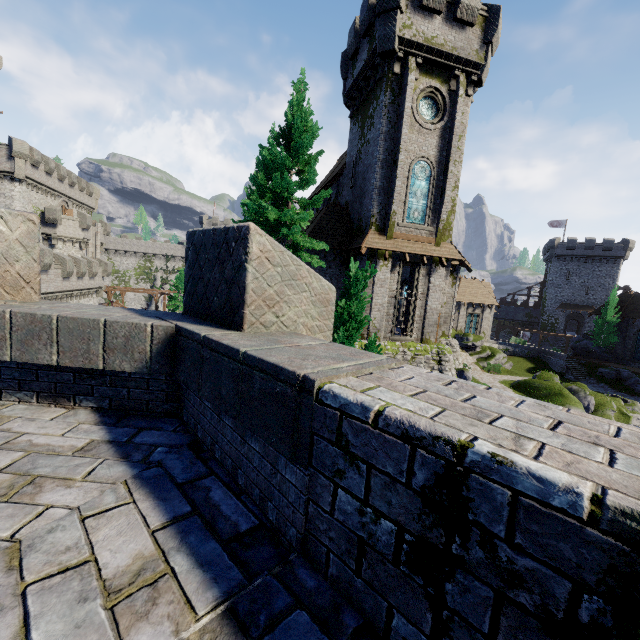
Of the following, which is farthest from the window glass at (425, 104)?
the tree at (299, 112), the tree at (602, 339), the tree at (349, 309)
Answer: the tree at (602, 339)

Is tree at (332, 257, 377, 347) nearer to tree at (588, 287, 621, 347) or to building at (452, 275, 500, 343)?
building at (452, 275, 500, 343)

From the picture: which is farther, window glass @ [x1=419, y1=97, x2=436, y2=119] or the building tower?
the building tower

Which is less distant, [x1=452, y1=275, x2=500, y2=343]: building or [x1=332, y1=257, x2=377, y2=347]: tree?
[x1=332, y1=257, x2=377, y2=347]: tree

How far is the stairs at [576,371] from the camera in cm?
3834

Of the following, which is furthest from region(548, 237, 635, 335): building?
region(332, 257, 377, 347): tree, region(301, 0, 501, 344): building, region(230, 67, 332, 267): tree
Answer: region(332, 257, 377, 347): tree

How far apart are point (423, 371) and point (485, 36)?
25.2m

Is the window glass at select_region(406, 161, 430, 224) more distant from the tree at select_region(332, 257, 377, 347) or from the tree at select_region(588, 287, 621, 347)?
the tree at select_region(588, 287, 621, 347)
